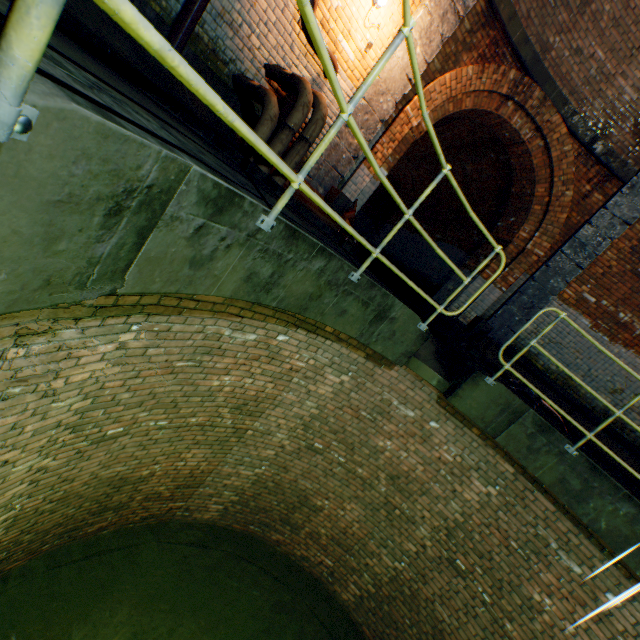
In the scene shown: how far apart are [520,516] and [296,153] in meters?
6.4

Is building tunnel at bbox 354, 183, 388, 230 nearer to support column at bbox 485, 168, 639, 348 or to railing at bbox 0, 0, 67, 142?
support column at bbox 485, 168, 639, 348

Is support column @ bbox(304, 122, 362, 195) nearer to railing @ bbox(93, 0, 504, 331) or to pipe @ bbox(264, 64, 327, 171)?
pipe @ bbox(264, 64, 327, 171)

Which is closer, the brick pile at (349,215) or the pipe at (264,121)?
the pipe at (264,121)

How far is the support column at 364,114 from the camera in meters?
5.3

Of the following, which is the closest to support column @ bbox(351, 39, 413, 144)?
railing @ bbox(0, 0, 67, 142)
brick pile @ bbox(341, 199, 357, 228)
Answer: brick pile @ bbox(341, 199, 357, 228)

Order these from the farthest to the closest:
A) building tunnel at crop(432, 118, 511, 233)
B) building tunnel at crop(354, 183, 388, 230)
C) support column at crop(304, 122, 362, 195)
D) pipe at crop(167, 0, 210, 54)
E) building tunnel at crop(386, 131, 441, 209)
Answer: building tunnel at crop(354, 183, 388, 230) < building tunnel at crop(386, 131, 441, 209) < building tunnel at crop(432, 118, 511, 233) < support column at crop(304, 122, 362, 195) < pipe at crop(167, 0, 210, 54)

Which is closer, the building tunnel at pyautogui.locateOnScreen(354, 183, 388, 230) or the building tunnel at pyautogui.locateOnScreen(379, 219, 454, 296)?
the building tunnel at pyautogui.locateOnScreen(379, 219, 454, 296)
